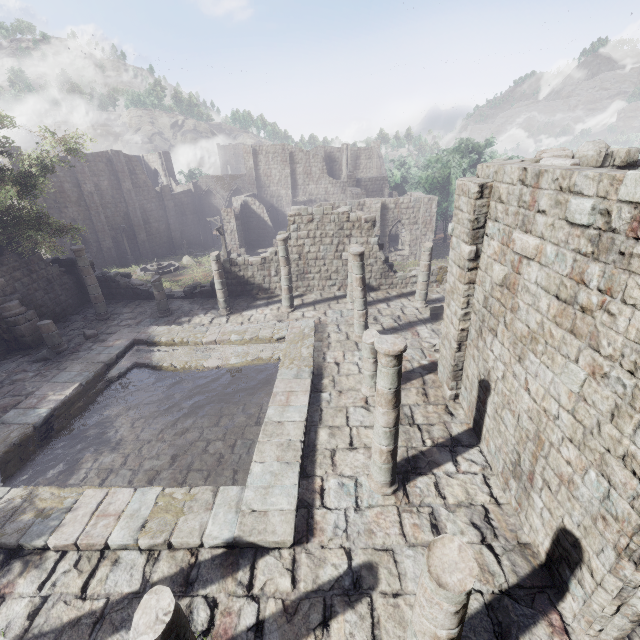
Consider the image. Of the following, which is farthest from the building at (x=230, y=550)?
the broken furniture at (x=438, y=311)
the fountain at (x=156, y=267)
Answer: the fountain at (x=156, y=267)

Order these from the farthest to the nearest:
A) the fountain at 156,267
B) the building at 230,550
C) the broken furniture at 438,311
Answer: the fountain at 156,267 → the broken furniture at 438,311 → the building at 230,550

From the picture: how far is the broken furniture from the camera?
15.6m

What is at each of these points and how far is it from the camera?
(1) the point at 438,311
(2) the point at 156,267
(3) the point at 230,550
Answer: (1) broken furniture, 15.68m
(2) fountain, 32.44m
(3) building, 6.59m

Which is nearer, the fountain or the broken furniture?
the broken furniture

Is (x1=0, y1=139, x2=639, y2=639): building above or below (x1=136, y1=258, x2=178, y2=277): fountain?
above

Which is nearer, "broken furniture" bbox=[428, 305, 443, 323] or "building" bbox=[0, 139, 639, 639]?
"building" bbox=[0, 139, 639, 639]

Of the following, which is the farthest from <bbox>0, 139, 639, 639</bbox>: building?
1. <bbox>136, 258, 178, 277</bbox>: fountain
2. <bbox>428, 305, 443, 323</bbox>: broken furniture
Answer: <bbox>136, 258, 178, 277</bbox>: fountain
